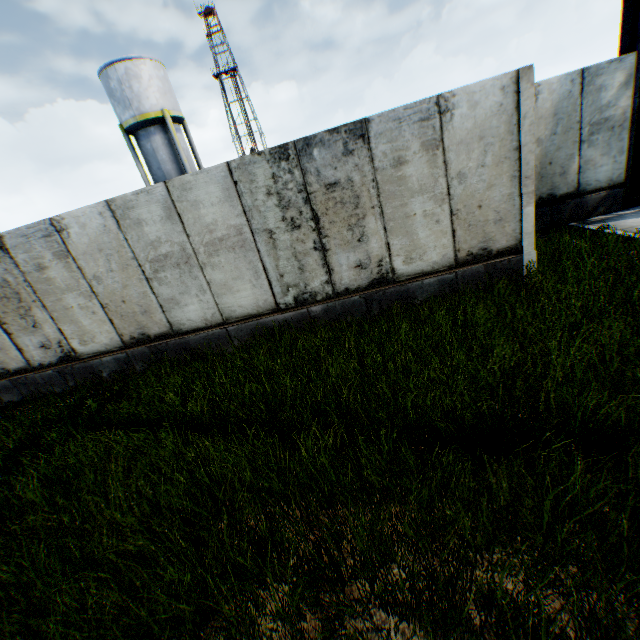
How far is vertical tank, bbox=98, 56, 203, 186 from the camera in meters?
19.7 m

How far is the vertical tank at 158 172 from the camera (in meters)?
19.73

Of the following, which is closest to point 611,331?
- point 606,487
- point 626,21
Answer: point 606,487

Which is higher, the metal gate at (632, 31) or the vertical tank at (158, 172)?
the vertical tank at (158, 172)

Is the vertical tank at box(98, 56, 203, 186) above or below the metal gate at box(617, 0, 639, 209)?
above

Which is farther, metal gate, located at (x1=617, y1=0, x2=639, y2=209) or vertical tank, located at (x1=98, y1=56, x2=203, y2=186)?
vertical tank, located at (x1=98, y1=56, x2=203, y2=186)
